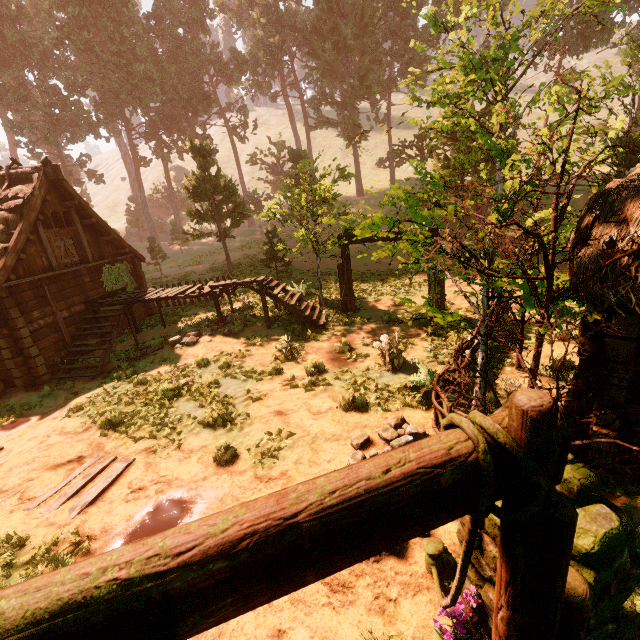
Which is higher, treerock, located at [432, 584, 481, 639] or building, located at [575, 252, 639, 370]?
building, located at [575, 252, 639, 370]

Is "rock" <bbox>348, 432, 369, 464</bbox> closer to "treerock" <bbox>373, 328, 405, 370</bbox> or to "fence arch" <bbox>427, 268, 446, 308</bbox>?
"fence arch" <bbox>427, 268, 446, 308</bbox>

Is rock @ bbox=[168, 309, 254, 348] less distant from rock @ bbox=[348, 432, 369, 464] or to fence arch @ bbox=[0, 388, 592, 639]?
fence arch @ bbox=[0, 388, 592, 639]

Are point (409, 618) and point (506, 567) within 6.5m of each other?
yes

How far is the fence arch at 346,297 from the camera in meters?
12.6 m

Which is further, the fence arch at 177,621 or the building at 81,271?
the building at 81,271

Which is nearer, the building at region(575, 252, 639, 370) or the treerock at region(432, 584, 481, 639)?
the treerock at region(432, 584, 481, 639)

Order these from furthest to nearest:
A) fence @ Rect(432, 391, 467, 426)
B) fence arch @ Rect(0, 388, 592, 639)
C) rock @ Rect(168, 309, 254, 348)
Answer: rock @ Rect(168, 309, 254, 348) → fence @ Rect(432, 391, 467, 426) → fence arch @ Rect(0, 388, 592, 639)
